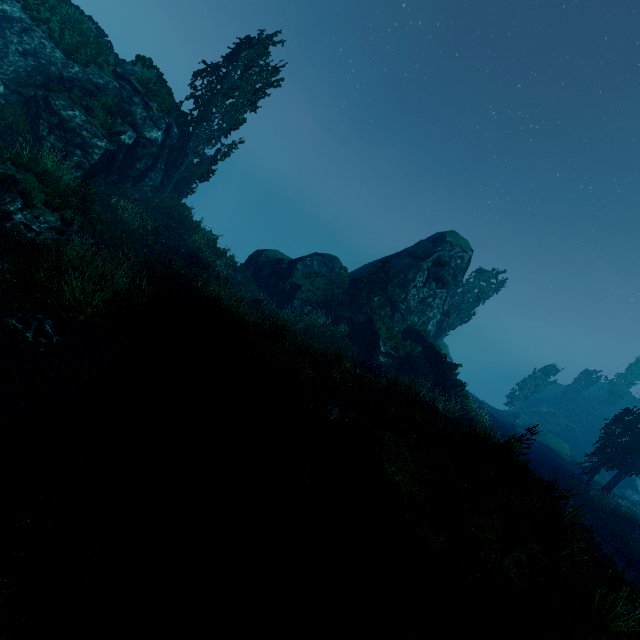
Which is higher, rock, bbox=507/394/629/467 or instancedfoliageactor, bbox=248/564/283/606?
rock, bbox=507/394/629/467

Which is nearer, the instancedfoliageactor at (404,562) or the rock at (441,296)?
the instancedfoliageactor at (404,562)

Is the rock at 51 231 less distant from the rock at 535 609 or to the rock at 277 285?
the rock at 535 609

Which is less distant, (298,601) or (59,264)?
(298,601)

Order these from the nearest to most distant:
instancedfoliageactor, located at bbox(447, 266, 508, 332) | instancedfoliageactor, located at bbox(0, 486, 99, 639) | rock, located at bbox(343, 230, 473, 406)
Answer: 1. instancedfoliageactor, located at bbox(0, 486, 99, 639)
2. rock, located at bbox(343, 230, 473, 406)
3. instancedfoliageactor, located at bbox(447, 266, 508, 332)

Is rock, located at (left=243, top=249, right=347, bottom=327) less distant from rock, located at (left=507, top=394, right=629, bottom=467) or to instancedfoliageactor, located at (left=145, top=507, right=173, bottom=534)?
instancedfoliageactor, located at (left=145, top=507, right=173, bottom=534)

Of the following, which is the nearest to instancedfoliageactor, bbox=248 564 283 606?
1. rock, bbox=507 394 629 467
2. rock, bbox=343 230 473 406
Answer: rock, bbox=343 230 473 406

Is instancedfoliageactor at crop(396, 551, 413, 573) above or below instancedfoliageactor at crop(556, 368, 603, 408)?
below
